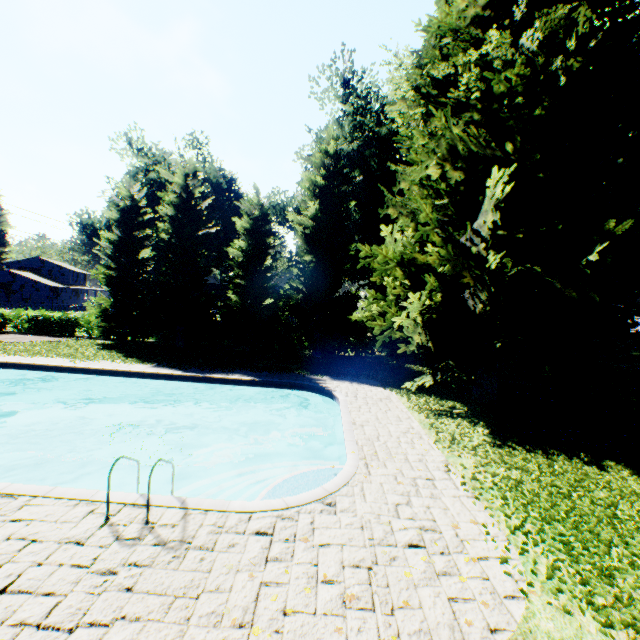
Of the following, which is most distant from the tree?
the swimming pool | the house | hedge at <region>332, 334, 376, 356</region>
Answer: the house

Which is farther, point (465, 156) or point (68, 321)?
point (68, 321)

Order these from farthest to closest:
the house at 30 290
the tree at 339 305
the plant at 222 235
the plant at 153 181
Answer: the house at 30 290
the plant at 222 235
the plant at 153 181
the tree at 339 305

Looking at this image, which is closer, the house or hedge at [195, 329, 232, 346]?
hedge at [195, 329, 232, 346]

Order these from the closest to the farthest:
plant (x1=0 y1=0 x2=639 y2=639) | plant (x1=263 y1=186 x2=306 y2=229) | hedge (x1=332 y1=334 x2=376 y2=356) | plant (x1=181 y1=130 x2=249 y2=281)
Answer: plant (x1=0 y1=0 x2=639 y2=639) → hedge (x1=332 y1=334 x2=376 y2=356) → plant (x1=263 y1=186 x2=306 y2=229) → plant (x1=181 y1=130 x2=249 y2=281)

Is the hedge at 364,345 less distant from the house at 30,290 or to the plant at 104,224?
the plant at 104,224

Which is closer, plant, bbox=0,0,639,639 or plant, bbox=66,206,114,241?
plant, bbox=0,0,639,639

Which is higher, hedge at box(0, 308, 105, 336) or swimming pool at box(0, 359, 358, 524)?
hedge at box(0, 308, 105, 336)
